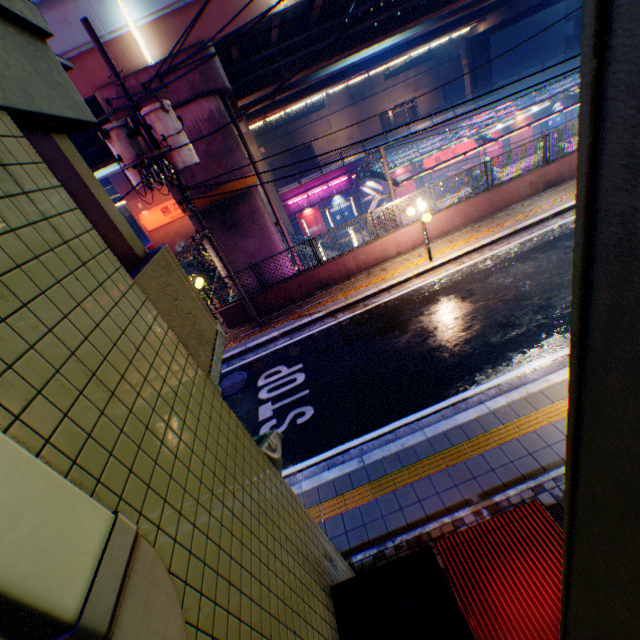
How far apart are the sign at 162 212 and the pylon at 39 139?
27.7m

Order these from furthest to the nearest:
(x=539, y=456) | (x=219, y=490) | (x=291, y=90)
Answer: (x=291, y=90)
(x=539, y=456)
(x=219, y=490)

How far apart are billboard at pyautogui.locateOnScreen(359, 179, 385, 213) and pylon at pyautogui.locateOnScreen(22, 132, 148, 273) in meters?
34.3 m

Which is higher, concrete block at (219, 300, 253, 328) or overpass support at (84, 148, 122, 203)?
overpass support at (84, 148, 122, 203)

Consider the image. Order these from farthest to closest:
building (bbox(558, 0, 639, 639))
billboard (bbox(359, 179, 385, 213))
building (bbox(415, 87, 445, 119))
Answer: building (bbox(415, 87, 445, 119)) < billboard (bbox(359, 179, 385, 213)) < building (bbox(558, 0, 639, 639))

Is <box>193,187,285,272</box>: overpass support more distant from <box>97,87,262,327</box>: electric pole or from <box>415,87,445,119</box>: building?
<box>415,87,445,119</box>: building

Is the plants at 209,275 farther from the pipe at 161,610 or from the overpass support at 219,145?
the pipe at 161,610

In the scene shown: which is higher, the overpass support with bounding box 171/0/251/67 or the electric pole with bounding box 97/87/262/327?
the overpass support with bounding box 171/0/251/67
